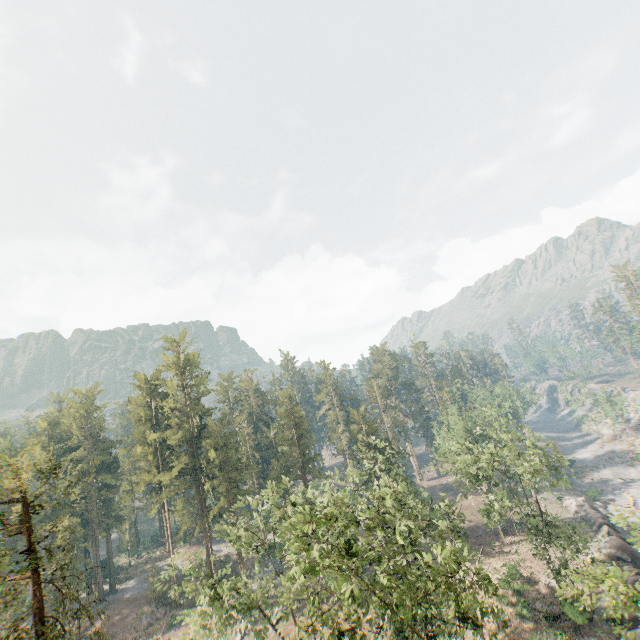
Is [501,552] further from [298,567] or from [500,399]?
[298,567]

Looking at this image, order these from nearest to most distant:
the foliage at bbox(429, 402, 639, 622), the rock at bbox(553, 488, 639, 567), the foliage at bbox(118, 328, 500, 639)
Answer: the foliage at bbox(118, 328, 500, 639) < the foliage at bbox(429, 402, 639, 622) < the rock at bbox(553, 488, 639, 567)

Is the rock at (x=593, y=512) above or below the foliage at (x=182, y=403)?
below

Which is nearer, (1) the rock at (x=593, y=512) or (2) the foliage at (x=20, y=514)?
(2) the foliage at (x=20, y=514)

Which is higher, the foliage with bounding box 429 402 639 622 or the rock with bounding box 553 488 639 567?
the foliage with bounding box 429 402 639 622

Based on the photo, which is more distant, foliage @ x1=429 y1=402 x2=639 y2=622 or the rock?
the rock

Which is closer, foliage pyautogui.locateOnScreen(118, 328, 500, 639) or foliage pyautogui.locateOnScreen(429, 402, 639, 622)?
foliage pyautogui.locateOnScreen(118, 328, 500, 639)
